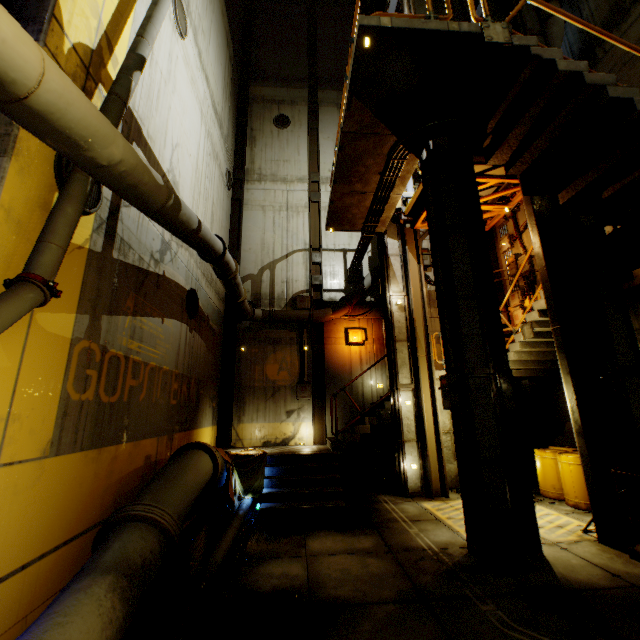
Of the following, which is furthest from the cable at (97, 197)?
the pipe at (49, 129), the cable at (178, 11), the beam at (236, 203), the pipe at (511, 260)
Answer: the pipe at (511, 260)

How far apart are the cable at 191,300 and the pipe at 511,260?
11.33m

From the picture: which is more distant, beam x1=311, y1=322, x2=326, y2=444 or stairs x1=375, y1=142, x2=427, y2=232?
beam x1=311, y1=322, x2=326, y2=444

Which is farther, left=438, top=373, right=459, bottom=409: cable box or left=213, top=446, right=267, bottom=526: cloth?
left=213, top=446, right=267, bottom=526: cloth

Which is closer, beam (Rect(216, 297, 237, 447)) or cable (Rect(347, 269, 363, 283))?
beam (Rect(216, 297, 237, 447))

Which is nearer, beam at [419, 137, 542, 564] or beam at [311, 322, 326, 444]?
beam at [419, 137, 542, 564]

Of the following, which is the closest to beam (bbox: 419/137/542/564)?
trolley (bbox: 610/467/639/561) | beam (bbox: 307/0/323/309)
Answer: trolley (bbox: 610/467/639/561)

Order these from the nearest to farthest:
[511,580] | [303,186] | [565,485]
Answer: [511,580]
[565,485]
[303,186]
